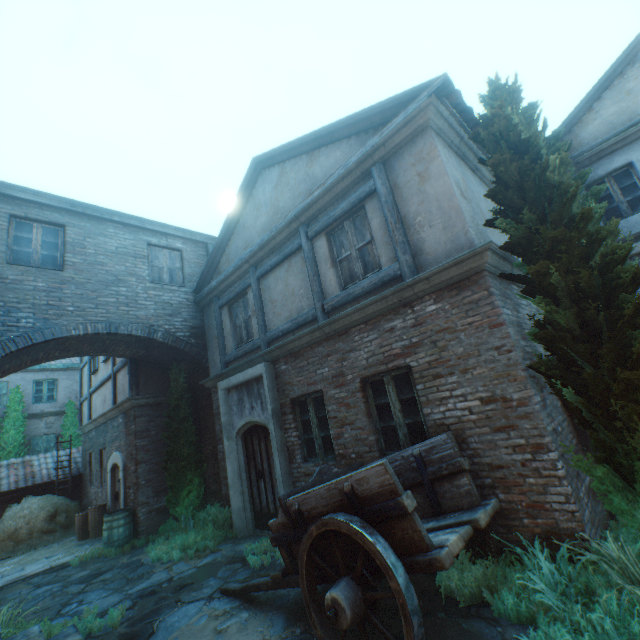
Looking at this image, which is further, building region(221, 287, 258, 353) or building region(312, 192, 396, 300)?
building region(221, 287, 258, 353)

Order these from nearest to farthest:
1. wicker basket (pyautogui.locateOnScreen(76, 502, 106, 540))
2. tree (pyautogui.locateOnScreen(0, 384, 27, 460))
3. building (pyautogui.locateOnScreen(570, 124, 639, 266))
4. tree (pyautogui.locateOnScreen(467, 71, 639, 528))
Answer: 1. tree (pyautogui.locateOnScreen(467, 71, 639, 528))
2. building (pyautogui.locateOnScreen(570, 124, 639, 266))
3. wicker basket (pyautogui.locateOnScreen(76, 502, 106, 540))
4. tree (pyautogui.locateOnScreen(0, 384, 27, 460))

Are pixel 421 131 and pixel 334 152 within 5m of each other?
yes

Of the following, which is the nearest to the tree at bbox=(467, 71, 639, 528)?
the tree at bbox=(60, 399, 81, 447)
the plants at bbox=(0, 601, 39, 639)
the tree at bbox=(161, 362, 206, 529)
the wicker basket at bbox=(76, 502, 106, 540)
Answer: the plants at bbox=(0, 601, 39, 639)

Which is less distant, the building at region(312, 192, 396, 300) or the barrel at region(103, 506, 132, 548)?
the building at region(312, 192, 396, 300)

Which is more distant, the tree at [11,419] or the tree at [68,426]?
the tree at [68,426]

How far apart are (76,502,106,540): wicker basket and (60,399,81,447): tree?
8.2m

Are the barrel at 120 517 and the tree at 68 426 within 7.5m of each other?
no
